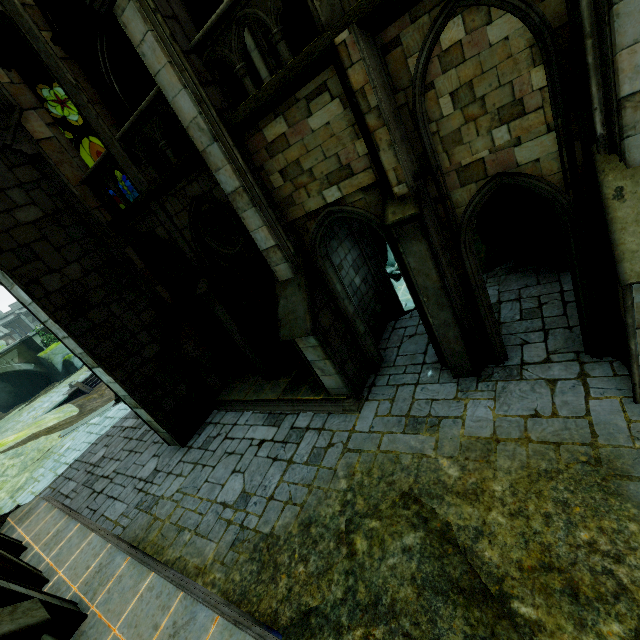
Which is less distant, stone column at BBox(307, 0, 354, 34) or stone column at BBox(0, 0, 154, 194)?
stone column at BBox(307, 0, 354, 34)

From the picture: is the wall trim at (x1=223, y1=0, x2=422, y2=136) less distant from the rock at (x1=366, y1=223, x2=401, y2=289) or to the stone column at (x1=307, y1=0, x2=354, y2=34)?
the stone column at (x1=307, y1=0, x2=354, y2=34)

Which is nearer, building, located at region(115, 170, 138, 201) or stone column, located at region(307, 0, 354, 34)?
stone column, located at region(307, 0, 354, 34)

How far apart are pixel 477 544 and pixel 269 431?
5.70m

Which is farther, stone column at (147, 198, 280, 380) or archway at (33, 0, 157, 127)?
stone column at (147, 198, 280, 380)

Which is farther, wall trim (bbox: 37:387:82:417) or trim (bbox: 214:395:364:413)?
wall trim (bbox: 37:387:82:417)

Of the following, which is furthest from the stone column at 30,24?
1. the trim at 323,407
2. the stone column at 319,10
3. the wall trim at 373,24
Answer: the trim at 323,407

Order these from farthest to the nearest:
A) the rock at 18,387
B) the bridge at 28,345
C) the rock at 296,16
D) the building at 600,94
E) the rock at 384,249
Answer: the rock at 18,387, the bridge at 28,345, the rock at 384,249, the rock at 296,16, the building at 600,94
